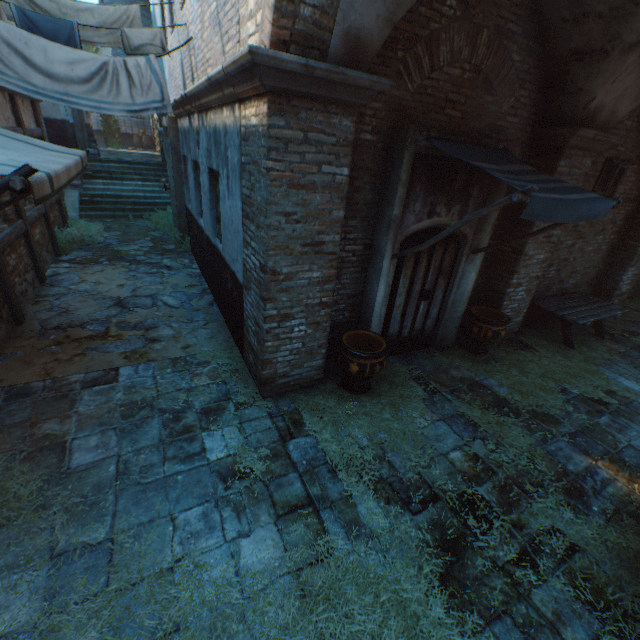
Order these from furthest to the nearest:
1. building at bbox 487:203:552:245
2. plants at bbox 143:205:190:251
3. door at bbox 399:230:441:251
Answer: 1. plants at bbox 143:205:190:251
2. building at bbox 487:203:552:245
3. door at bbox 399:230:441:251

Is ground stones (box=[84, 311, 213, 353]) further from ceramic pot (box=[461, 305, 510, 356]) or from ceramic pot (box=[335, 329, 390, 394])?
ceramic pot (box=[461, 305, 510, 356])

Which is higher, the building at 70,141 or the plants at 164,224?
the building at 70,141

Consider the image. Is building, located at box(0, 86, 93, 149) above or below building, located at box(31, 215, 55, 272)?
above

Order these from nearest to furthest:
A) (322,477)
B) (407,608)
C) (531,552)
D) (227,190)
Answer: (407,608) < (531,552) < (322,477) < (227,190)

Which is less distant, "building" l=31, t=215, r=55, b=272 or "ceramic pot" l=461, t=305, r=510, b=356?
"ceramic pot" l=461, t=305, r=510, b=356

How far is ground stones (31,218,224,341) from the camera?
6.2m

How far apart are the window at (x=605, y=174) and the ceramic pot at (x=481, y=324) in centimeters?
341cm
